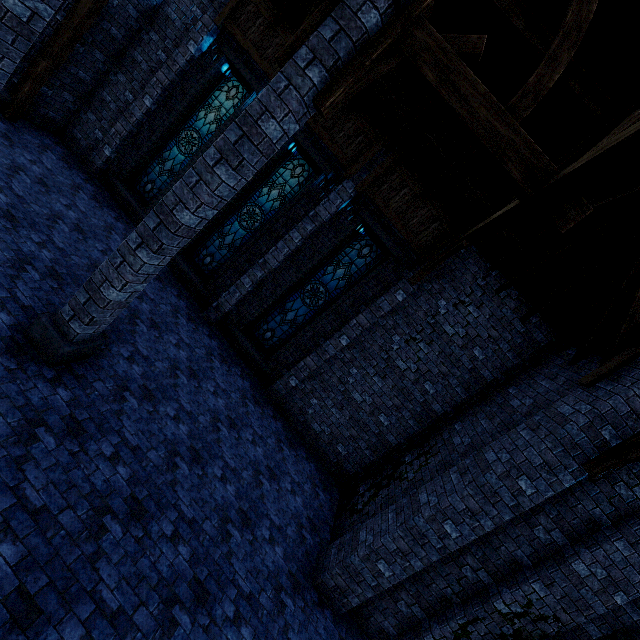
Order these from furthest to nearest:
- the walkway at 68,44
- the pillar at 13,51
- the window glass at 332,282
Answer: the window glass at 332,282 → the walkway at 68,44 → the pillar at 13,51

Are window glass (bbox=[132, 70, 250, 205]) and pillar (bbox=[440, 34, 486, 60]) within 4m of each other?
no

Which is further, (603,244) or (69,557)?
(603,244)

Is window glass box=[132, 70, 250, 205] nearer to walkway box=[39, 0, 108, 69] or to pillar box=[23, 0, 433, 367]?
walkway box=[39, 0, 108, 69]

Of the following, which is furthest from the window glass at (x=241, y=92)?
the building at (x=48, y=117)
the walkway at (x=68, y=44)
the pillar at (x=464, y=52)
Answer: the pillar at (x=464, y=52)

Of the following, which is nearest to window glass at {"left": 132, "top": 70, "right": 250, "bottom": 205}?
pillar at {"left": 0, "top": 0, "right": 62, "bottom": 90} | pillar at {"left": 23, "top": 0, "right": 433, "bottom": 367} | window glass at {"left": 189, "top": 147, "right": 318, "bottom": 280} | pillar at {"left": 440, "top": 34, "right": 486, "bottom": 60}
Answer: window glass at {"left": 189, "top": 147, "right": 318, "bottom": 280}

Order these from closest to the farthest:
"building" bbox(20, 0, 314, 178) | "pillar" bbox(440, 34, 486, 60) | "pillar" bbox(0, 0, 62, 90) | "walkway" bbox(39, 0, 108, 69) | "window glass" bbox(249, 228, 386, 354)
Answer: "pillar" bbox(440, 34, 486, 60) → "pillar" bbox(0, 0, 62, 90) → "walkway" bbox(39, 0, 108, 69) → "building" bbox(20, 0, 314, 178) → "window glass" bbox(249, 228, 386, 354)

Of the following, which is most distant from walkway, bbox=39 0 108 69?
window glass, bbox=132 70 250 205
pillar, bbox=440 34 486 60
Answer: pillar, bbox=440 34 486 60
